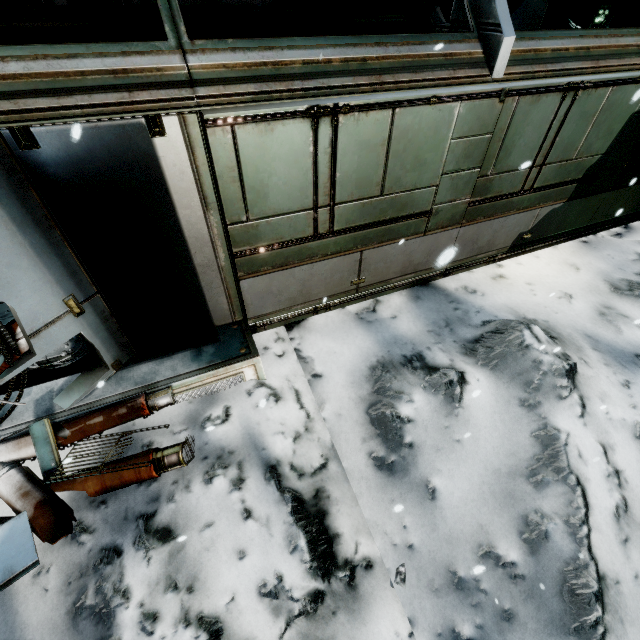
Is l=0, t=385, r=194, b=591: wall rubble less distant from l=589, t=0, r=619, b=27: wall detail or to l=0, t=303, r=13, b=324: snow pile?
l=0, t=303, r=13, b=324: snow pile

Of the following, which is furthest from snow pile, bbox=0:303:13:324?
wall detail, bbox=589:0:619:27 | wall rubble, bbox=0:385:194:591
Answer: wall detail, bbox=589:0:619:27

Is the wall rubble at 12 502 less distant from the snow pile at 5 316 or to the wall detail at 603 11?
the snow pile at 5 316

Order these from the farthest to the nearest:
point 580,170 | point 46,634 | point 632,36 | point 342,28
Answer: point 342,28 → point 580,170 → point 632,36 → point 46,634

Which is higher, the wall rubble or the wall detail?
the wall detail

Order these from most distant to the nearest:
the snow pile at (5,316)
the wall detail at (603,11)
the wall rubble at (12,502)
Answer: the wall detail at (603,11) → the snow pile at (5,316) → the wall rubble at (12,502)
